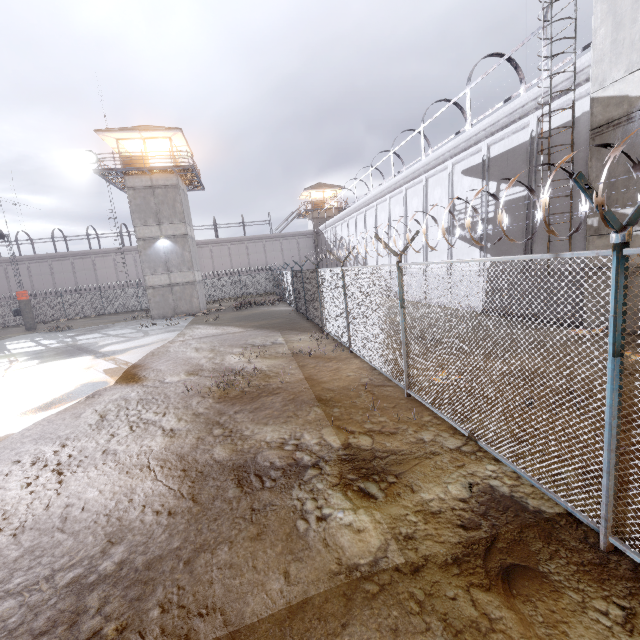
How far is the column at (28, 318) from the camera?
29.2m

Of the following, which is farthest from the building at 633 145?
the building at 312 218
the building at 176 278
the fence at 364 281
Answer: the building at 312 218

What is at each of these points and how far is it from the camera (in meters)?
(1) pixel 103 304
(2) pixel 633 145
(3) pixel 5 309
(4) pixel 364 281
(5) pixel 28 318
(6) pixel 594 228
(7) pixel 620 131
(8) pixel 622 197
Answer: (1) fence, 37.53
(2) building, 8.42
(3) fence, 35.47
(4) fence, 8.60
(5) column, 29.53
(6) building, 9.65
(7) building, 8.66
(8) building, 8.84

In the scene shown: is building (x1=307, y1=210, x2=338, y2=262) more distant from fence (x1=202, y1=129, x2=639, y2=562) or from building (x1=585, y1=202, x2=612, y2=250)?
building (x1=585, y1=202, x2=612, y2=250)

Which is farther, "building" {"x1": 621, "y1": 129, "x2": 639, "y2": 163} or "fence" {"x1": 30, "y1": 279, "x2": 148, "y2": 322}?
"fence" {"x1": 30, "y1": 279, "x2": 148, "y2": 322}

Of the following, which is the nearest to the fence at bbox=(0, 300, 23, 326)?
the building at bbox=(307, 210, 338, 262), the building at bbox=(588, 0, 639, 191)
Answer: the building at bbox=(588, 0, 639, 191)

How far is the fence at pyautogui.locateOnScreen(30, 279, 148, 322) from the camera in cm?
3628

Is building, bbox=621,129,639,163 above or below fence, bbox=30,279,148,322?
above
